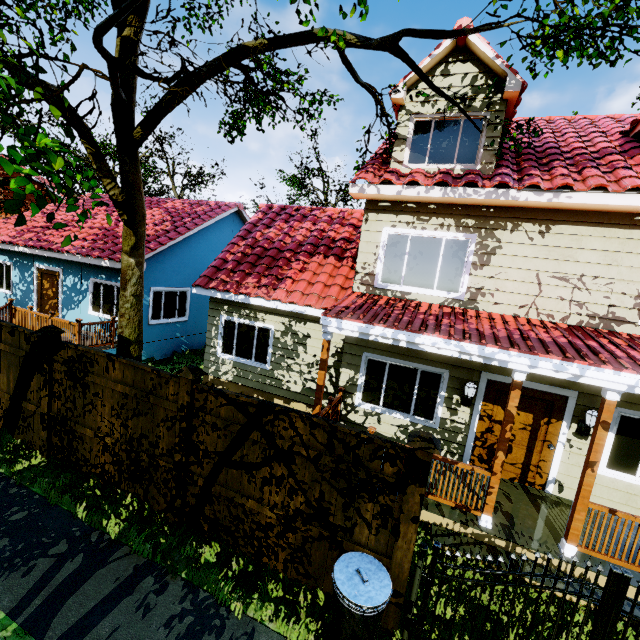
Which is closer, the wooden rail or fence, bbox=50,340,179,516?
fence, bbox=50,340,179,516

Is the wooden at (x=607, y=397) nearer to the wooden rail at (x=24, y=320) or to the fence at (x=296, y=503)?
the fence at (x=296, y=503)

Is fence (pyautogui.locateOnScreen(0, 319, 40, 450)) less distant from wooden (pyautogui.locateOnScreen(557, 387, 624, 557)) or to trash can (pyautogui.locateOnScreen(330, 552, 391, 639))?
trash can (pyautogui.locateOnScreen(330, 552, 391, 639))

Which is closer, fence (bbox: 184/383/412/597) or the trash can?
the trash can

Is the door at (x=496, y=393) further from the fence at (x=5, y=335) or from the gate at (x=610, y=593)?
the fence at (x=5, y=335)

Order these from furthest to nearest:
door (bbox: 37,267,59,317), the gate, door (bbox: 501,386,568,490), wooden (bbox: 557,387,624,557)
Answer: door (bbox: 37,267,59,317), door (bbox: 501,386,568,490), wooden (bbox: 557,387,624,557), the gate

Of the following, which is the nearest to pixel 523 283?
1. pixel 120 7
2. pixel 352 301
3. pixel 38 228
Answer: pixel 352 301

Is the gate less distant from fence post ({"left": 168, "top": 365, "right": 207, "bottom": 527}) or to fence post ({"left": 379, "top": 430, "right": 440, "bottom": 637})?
fence post ({"left": 379, "top": 430, "right": 440, "bottom": 637})
